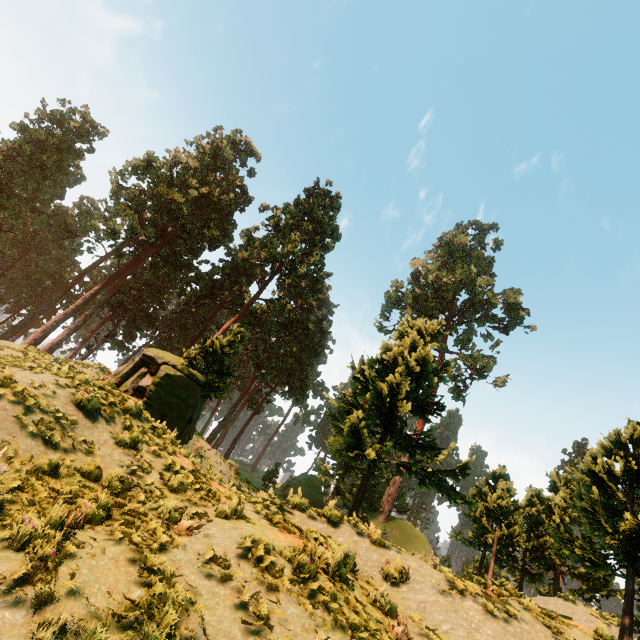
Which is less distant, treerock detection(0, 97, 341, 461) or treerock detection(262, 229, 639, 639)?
treerock detection(262, 229, 639, 639)

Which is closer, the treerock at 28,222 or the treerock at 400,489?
the treerock at 400,489

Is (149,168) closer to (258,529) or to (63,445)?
(63,445)
